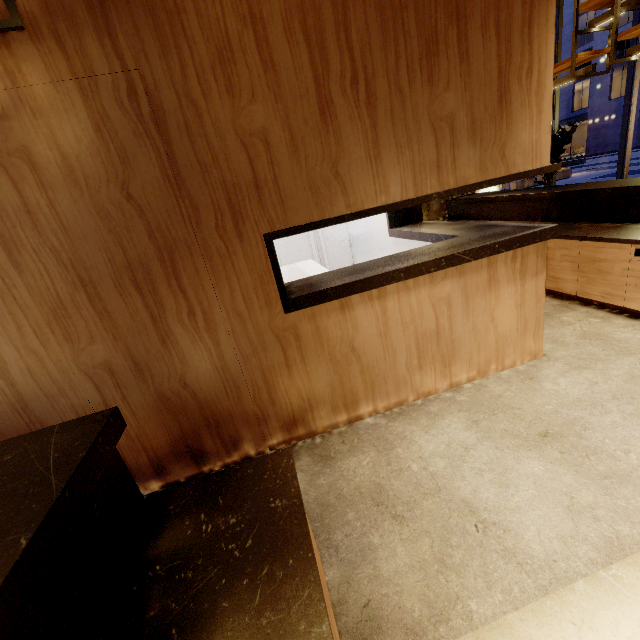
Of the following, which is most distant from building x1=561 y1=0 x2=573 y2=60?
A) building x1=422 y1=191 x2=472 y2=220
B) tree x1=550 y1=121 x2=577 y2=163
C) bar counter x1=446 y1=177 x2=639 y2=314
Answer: bar counter x1=446 y1=177 x2=639 y2=314

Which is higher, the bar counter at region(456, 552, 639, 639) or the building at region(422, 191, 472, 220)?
the building at region(422, 191, 472, 220)

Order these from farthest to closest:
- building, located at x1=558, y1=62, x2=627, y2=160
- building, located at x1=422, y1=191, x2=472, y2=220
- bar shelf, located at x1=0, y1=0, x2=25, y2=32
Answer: building, located at x1=558, y1=62, x2=627, y2=160, building, located at x1=422, y1=191, x2=472, y2=220, bar shelf, located at x1=0, y1=0, x2=25, y2=32

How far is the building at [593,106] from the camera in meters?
33.0

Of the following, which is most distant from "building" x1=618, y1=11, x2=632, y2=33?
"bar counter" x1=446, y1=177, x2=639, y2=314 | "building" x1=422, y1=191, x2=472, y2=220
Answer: "bar counter" x1=446, y1=177, x2=639, y2=314

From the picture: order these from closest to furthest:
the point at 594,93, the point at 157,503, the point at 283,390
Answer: the point at 157,503
the point at 283,390
the point at 594,93

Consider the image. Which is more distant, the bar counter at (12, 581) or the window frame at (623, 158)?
the window frame at (623, 158)

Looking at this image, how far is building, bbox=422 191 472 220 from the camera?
6.5m
